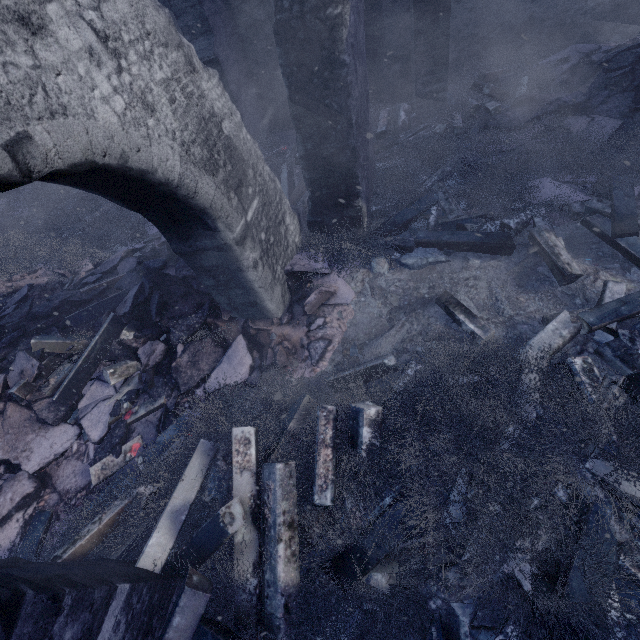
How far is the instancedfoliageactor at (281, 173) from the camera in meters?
6.0

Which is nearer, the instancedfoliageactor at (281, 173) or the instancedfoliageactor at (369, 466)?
the instancedfoliageactor at (369, 466)

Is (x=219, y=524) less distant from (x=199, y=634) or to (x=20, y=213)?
(x=199, y=634)

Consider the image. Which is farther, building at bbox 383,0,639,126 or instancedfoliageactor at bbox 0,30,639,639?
building at bbox 383,0,639,126

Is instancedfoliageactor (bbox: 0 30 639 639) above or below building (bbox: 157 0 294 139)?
below

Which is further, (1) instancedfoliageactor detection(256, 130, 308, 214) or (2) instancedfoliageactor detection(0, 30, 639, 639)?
(1) instancedfoliageactor detection(256, 130, 308, 214)

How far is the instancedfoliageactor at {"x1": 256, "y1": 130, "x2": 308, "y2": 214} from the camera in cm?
596
